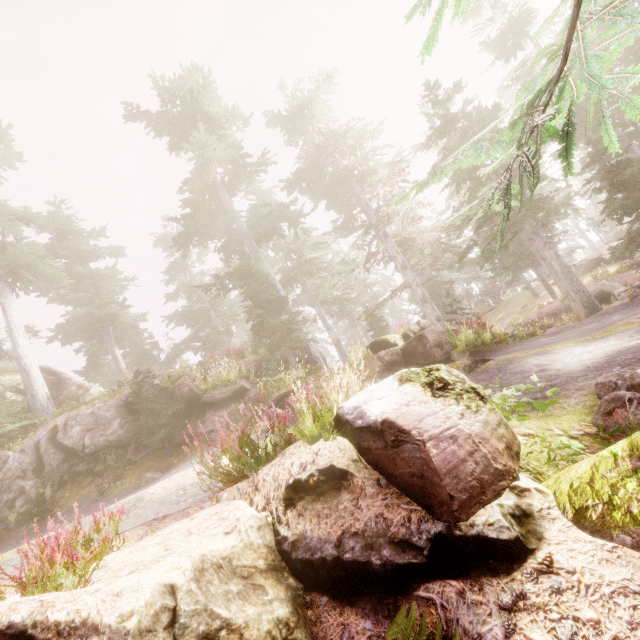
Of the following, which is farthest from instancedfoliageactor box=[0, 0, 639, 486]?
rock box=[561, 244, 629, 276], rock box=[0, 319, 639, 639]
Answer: rock box=[561, 244, 629, 276]

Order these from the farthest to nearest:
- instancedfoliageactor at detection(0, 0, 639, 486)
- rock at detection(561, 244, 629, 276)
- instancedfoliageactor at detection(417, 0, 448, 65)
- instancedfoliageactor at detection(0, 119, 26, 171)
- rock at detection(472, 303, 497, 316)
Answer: rock at detection(472, 303, 497, 316) → rock at detection(561, 244, 629, 276) → instancedfoliageactor at detection(0, 119, 26, 171) → instancedfoliageactor at detection(0, 0, 639, 486) → instancedfoliageactor at detection(417, 0, 448, 65)

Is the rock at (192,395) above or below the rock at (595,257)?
above

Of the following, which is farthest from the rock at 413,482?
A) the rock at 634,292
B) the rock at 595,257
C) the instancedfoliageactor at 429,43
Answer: the rock at 595,257

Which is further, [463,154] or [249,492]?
[249,492]

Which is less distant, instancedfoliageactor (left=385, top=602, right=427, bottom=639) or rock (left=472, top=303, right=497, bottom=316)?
instancedfoliageactor (left=385, top=602, right=427, bottom=639)

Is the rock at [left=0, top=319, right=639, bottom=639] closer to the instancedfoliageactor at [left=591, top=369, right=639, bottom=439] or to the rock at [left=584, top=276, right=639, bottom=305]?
the instancedfoliageactor at [left=591, top=369, right=639, bottom=439]
